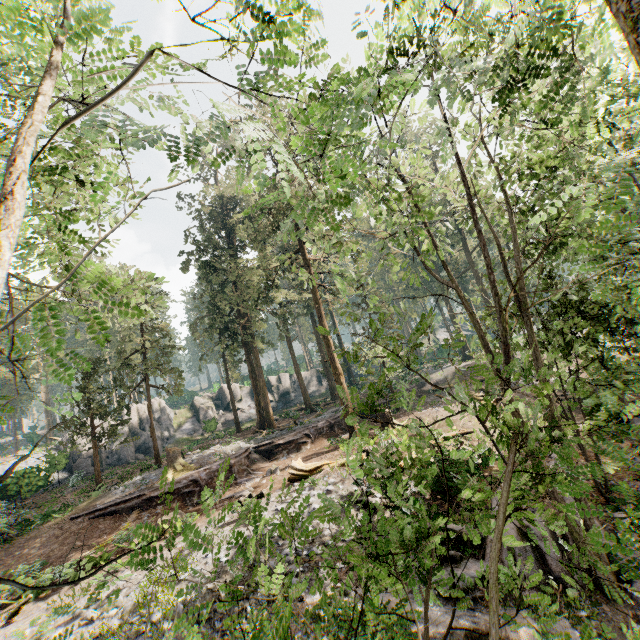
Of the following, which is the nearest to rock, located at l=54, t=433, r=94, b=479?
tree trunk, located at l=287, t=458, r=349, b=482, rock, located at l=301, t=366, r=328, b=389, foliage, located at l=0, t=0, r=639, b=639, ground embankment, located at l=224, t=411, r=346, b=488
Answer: rock, located at l=301, t=366, r=328, b=389

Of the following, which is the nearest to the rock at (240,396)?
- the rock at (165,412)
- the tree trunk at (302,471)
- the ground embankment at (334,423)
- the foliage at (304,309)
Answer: the rock at (165,412)

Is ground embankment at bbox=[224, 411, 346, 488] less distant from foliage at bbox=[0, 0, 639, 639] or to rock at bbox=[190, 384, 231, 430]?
foliage at bbox=[0, 0, 639, 639]

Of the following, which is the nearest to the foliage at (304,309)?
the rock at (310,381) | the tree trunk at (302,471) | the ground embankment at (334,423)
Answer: the ground embankment at (334,423)

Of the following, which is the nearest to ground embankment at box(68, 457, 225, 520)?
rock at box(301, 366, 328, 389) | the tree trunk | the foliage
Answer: the foliage

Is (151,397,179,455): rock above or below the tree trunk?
above

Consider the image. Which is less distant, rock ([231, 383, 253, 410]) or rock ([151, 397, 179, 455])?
rock ([151, 397, 179, 455])

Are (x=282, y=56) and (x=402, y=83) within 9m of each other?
yes
